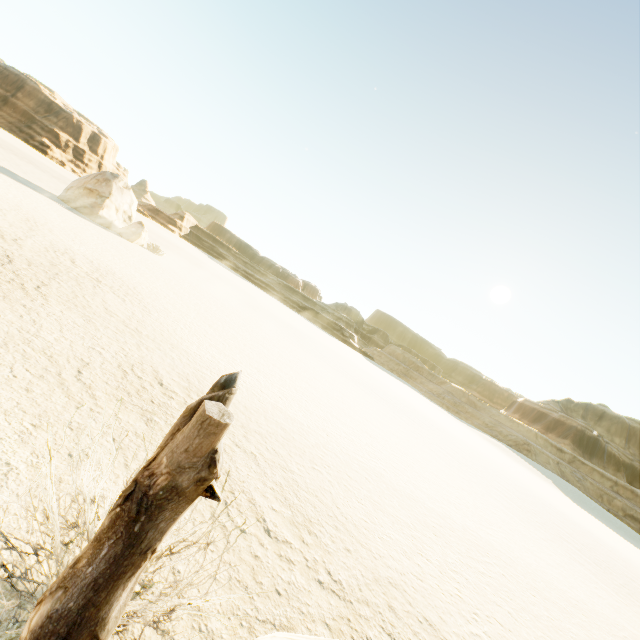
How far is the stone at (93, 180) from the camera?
23.5m

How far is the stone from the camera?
23.5 meters

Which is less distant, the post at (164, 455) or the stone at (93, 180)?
the post at (164, 455)

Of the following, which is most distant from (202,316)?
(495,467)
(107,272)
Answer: (495,467)

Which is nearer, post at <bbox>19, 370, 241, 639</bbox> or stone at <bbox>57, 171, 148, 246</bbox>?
post at <bbox>19, 370, 241, 639</bbox>
